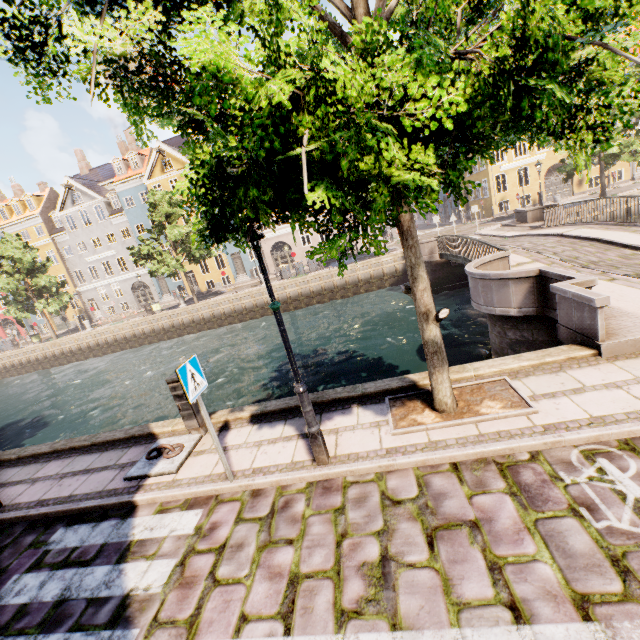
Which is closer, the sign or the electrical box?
the sign

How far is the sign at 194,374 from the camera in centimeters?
400cm

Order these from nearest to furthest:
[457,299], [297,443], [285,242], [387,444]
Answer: [387,444] < [297,443] < [457,299] < [285,242]

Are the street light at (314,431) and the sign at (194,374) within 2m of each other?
yes

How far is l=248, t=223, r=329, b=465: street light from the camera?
3.8 meters

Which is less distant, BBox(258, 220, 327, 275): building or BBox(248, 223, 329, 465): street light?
BBox(248, 223, 329, 465): street light

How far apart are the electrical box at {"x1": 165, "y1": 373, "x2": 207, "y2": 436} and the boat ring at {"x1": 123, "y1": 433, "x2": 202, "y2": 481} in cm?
4

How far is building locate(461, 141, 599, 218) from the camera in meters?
30.2 m
